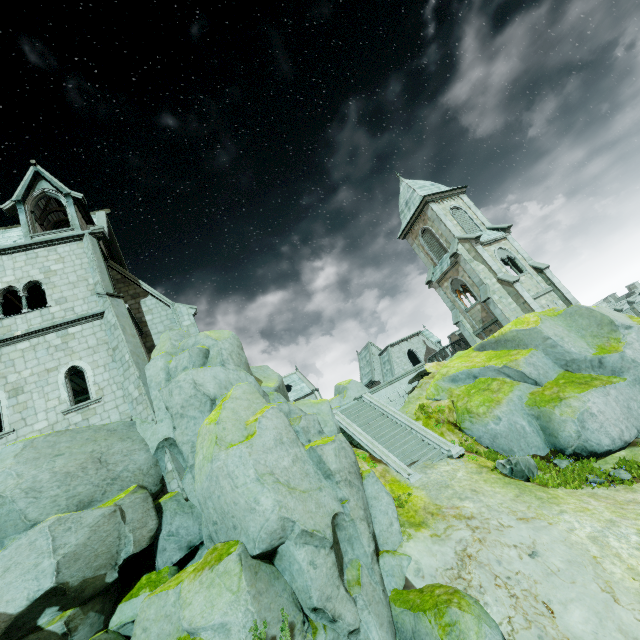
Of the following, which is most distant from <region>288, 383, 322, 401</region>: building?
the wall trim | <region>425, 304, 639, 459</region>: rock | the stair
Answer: the stair

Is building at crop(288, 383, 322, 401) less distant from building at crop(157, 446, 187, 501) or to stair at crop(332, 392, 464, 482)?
stair at crop(332, 392, 464, 482)

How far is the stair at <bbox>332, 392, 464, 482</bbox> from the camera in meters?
15.0

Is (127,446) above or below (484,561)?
above

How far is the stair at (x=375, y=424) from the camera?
15.0 meters

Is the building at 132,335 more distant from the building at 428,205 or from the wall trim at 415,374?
the building at 428,205

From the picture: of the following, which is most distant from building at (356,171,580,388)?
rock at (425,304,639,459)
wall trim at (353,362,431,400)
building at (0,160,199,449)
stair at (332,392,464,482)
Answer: building at (0,160,199,449)
